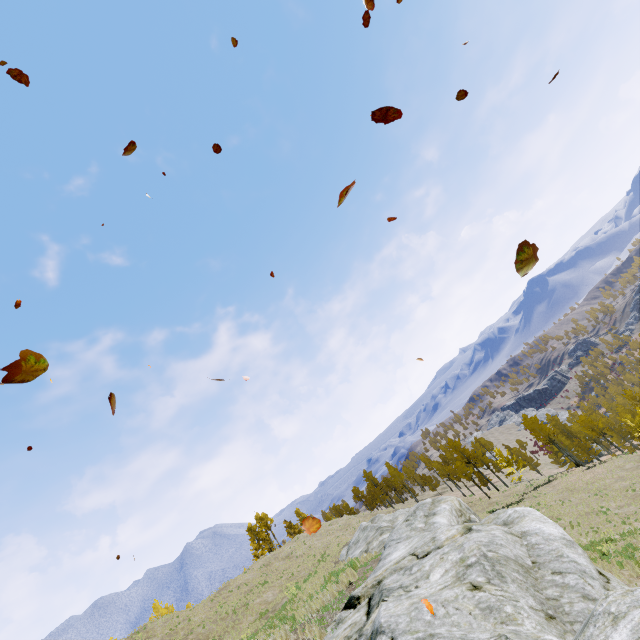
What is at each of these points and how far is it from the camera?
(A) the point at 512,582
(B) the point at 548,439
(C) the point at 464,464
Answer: (A) rock, 5.40m
(B) instancedfoliageactor, 47.31m
(C) instancedfoliageactor, 50.78m

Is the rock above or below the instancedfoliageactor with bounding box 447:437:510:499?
above

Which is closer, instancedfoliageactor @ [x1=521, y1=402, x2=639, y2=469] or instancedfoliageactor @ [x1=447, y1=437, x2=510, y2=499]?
instancedfoliageactor @ [x1=521, y1=402, x2=639, y2=469]

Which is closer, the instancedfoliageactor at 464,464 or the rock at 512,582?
the rock at 512,582

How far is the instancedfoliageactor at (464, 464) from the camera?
50.2m

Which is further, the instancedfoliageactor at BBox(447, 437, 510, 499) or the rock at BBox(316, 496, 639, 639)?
the instancedfoliageactor at BBox(447, 437, 510, 499)

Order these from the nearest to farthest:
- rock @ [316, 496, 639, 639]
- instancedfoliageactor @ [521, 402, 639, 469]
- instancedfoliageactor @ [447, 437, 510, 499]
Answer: rock @ [316, 496, 639, 639] → instancedfoliageactor @ [521, 402, 639, 469] → instancedfoliageactor @ [447, 437, 510, 499]
